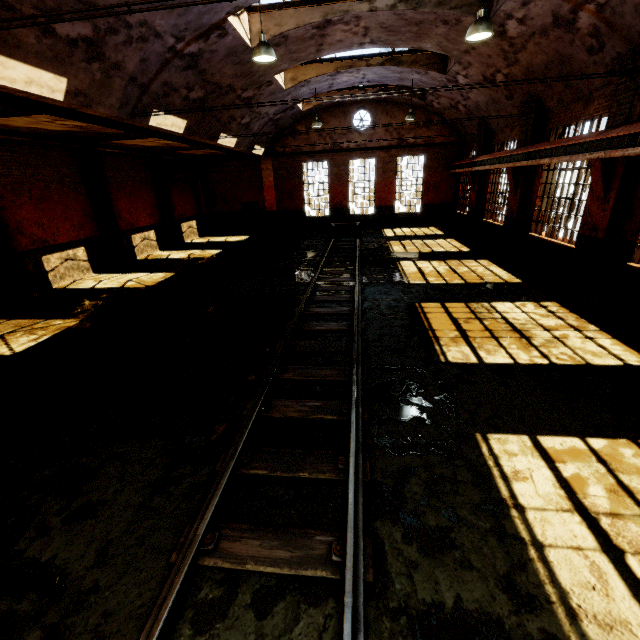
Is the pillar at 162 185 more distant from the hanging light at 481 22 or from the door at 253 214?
the hanging light at 481 22

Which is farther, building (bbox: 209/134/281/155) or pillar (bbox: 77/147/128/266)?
building (bbox: 209/134/281/155)

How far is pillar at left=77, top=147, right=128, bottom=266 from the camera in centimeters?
1340cm

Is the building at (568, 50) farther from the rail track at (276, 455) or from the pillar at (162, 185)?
the pillar at (162, 185)

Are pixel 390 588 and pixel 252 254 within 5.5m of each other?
no

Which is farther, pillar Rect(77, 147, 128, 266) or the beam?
pillar Rect(77, 147, 128, 266)

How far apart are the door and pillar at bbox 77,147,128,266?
10.1m

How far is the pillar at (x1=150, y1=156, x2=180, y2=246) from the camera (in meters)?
17.97
